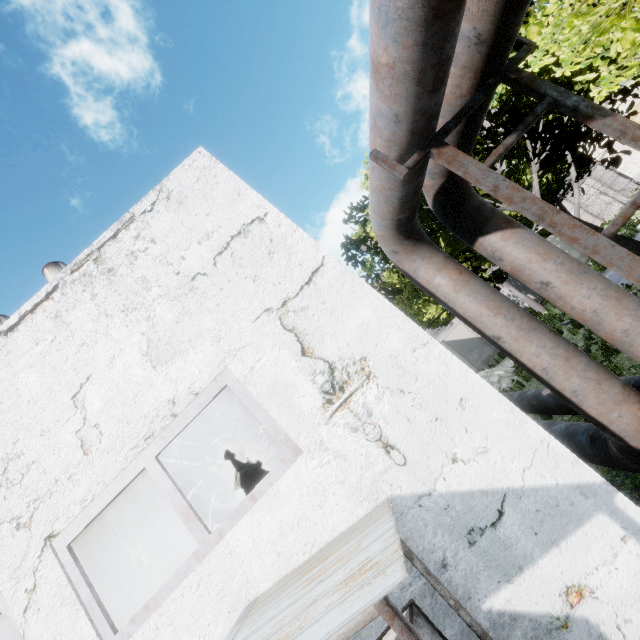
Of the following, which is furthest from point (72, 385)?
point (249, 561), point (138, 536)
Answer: point (138, 536)

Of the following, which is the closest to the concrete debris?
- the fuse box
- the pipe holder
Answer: the fuse box

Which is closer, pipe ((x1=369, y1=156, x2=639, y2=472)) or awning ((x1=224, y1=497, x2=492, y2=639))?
awning ((x1=224, y1=497, x2=492, y2=639))

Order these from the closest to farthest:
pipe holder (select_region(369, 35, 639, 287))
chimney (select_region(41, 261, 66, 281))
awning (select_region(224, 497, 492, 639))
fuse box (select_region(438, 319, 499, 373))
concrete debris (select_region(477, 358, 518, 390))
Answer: awning (select_region(224, 497, 492, 639))
pipe holder (select_region(369, 35, 639, 287))
concrete debris (select_region(477, 358, 518, 390))
fuse box (select_region(438, 319, 499, 373))
chimney (select_region(41, 261, 66, 281))

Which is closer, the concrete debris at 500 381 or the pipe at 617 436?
the pipe at 617 436

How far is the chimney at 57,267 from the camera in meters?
28.9 m

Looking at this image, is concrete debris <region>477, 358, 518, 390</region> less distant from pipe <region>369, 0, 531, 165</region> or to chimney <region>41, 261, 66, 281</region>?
pipe <region>369, 0, 531, 165</region>

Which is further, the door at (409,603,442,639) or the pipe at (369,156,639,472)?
the pipe at (369,156,639,472)
